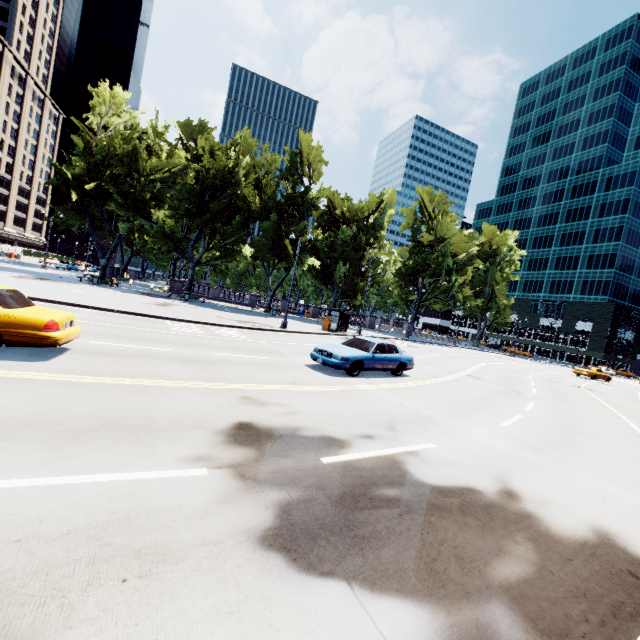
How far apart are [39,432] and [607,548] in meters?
7.8

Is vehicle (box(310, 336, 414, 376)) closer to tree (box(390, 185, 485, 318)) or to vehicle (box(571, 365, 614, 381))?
tree (box(390, 185, 485, 318))

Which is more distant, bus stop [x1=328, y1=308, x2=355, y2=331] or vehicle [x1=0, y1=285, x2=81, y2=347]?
bus stop [x1=328, y1=308, x2=355, y2=331]

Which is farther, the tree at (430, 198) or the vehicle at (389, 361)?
the tree at (430, 198)

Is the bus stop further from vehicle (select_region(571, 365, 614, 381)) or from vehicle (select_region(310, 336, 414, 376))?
vehicle (select_region(571, 365, 614, 381))

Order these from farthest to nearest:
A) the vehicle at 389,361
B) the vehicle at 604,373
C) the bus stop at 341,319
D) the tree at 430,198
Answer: the tree at 430,198 < the vehicle at 604,373 < the bus stop at 341,319 < the vehicle at 389,361

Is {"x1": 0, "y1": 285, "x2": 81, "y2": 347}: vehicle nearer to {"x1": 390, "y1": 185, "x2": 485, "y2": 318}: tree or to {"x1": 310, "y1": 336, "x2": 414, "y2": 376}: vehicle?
{"x1": 310, "y1": 336, "x2": 414, "y2": 376}: vehicle
